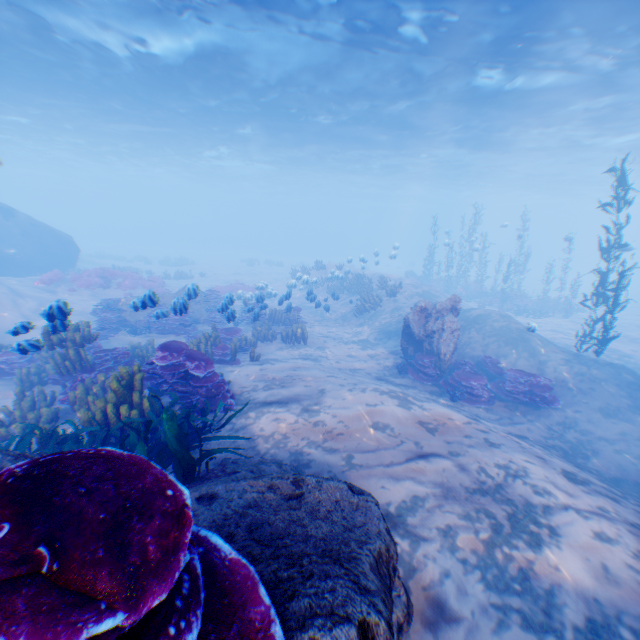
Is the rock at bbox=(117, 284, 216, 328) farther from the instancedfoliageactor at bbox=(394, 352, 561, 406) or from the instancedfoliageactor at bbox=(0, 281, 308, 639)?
the instancedfoliageactor at bbox=(394, 352, 561, 406)

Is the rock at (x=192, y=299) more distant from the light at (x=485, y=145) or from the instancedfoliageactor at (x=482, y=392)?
the instancedfoliageactor at (x=482, y=392)

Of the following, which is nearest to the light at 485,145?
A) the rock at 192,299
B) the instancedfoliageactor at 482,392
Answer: the rock at 192,299

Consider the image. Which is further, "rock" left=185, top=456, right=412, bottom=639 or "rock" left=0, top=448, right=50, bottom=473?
"rock" left=0, top=448, right=50, bottom=473

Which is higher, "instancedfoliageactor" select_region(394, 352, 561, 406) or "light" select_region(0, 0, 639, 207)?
"light" select_region(0, 0, 639, 207)

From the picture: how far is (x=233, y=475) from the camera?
3.5 meters

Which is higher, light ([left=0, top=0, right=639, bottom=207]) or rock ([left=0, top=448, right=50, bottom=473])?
light ([left=0, top=0, right=639, bottom=207])

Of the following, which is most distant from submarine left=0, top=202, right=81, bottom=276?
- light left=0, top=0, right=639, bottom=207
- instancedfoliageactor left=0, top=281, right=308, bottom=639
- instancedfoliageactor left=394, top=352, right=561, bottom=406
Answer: instancedfoliageactor left=394, top=352, right=561, bottom=406
